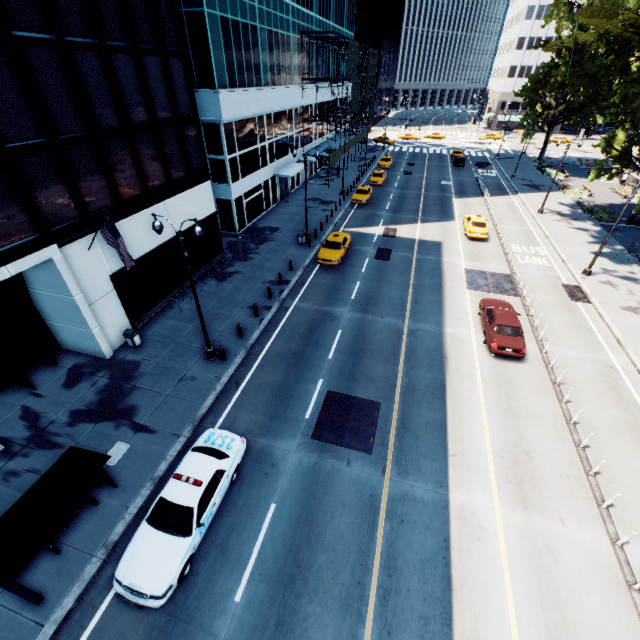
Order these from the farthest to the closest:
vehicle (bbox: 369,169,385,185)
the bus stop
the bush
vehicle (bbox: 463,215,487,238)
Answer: vehicle (bbox: 369,169,385,185), the bush, vehicle (bbox: 463,215,487,238), the bus stop

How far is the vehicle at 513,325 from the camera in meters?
16.8

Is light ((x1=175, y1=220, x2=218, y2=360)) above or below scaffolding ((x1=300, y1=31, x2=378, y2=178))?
below

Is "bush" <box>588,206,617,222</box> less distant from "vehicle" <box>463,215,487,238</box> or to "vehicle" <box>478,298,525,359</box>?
"vehicle" <box>463,215,487,238</box>

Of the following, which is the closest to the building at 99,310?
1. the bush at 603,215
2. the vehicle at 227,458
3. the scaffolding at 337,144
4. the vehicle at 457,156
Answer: the vehicle at 227,458

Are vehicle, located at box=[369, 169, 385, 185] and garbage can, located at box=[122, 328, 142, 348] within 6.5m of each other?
no

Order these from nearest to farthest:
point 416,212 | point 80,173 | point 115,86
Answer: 1. point 80,173
2. point 115,86
3. point 416,212

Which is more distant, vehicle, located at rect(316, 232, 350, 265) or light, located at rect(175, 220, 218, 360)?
vehicle, located at rect(316, 232, 350, 265)
